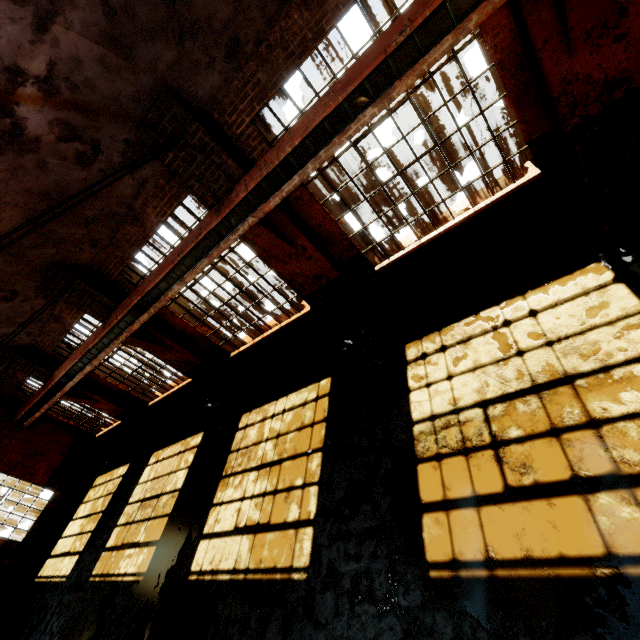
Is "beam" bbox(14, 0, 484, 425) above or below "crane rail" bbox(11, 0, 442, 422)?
below

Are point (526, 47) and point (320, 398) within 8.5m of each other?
yes

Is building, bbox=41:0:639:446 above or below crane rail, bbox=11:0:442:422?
below

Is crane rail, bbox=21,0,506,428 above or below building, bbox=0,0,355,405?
below

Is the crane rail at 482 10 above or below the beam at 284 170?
below

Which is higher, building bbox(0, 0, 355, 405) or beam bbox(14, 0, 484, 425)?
building bbox(0, 0, 355, 405)

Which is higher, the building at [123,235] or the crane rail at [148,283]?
the building at [123,235]
